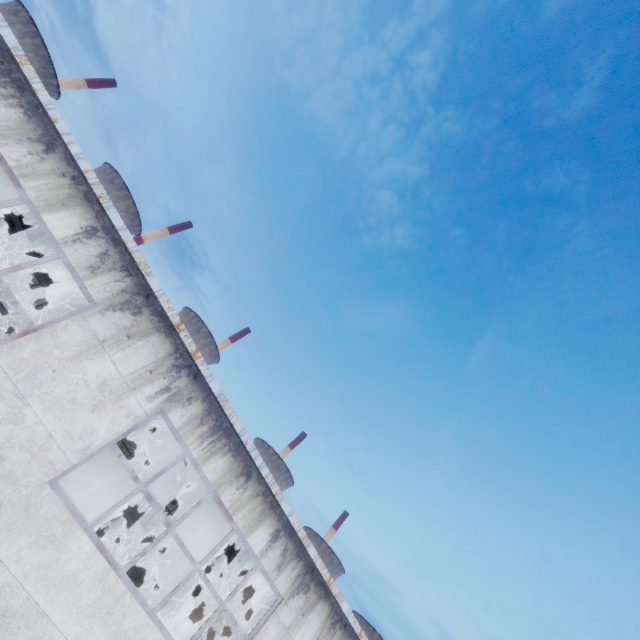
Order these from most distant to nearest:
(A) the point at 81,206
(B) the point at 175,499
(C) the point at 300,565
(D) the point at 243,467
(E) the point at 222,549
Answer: (B) the point at 175,499
(E) the point at 222,549
(C) the point at 300,565
(D) the point at 243,467
(A) the point at 81,206
